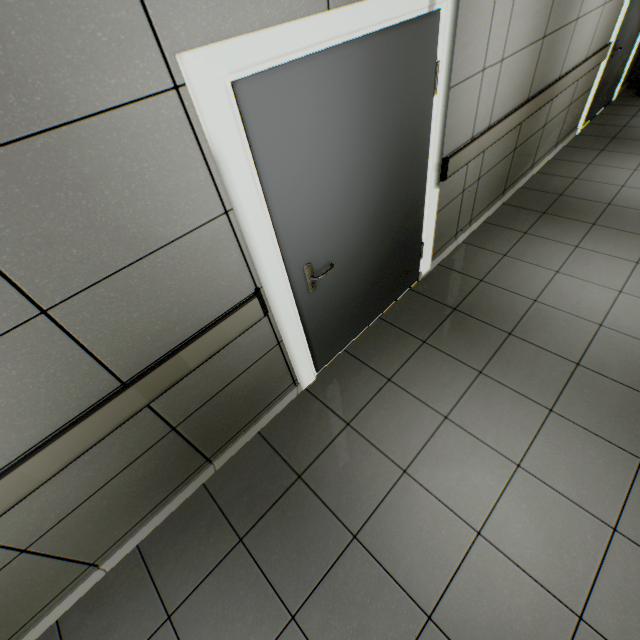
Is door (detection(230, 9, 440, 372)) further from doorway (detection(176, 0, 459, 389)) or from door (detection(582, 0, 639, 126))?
door (detection(582, 0, 639, 126))

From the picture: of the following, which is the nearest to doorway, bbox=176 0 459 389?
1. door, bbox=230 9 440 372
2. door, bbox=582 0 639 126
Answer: door, bbox=230 9 440 372

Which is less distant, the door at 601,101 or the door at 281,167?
the door at 281,167

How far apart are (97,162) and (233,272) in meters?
0.7 m

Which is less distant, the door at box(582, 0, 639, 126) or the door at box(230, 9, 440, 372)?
the door at box(230, 9, 440, 372)

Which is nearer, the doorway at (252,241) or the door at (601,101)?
the doorway at (252,241)
